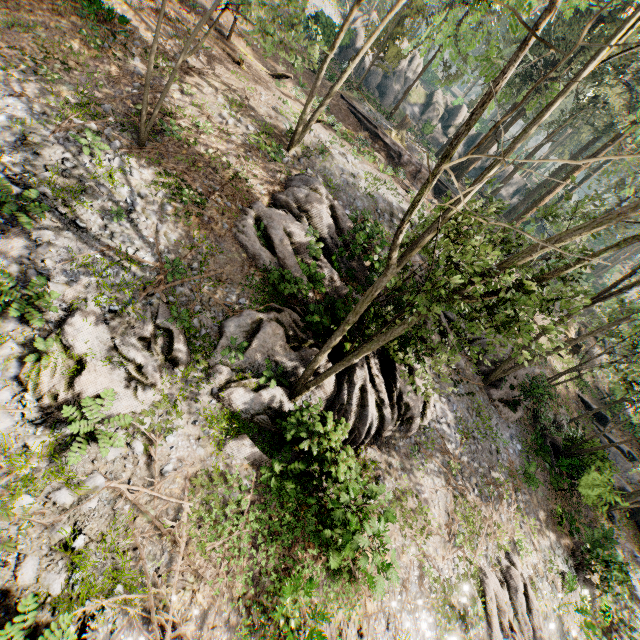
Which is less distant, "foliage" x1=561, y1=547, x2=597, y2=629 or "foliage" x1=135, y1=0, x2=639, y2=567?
"foliage" x1=135, y1=0, x2=639, y2=567

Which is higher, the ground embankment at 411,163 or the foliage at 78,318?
the ground embankment at 411,163

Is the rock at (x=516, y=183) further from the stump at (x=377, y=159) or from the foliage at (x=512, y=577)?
the stump at (x=377, y=159)

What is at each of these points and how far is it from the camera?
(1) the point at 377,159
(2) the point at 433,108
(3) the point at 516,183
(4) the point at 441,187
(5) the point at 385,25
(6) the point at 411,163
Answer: (1) stump, 22.9 meters
(2) rock, 43.9 meters
(3) rock, 48.7 meters
(4) ground embankment, 30.6 meters
(5) foliage, 13.0 meters
(6) ground embankment, 27.6 meters

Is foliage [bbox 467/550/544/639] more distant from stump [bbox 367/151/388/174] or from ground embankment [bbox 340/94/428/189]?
stump [bbox 367/151/388/174]

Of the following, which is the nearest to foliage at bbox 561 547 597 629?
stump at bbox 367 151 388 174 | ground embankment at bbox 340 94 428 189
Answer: ground embankment at bbox 340 94 428 189

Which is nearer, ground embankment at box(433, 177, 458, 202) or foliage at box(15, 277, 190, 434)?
foliage at box(15, 277, 190, 434)

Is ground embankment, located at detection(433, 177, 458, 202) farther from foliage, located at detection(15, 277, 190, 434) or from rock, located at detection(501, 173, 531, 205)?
rock, located at detection(501, 173, 531, 205)
